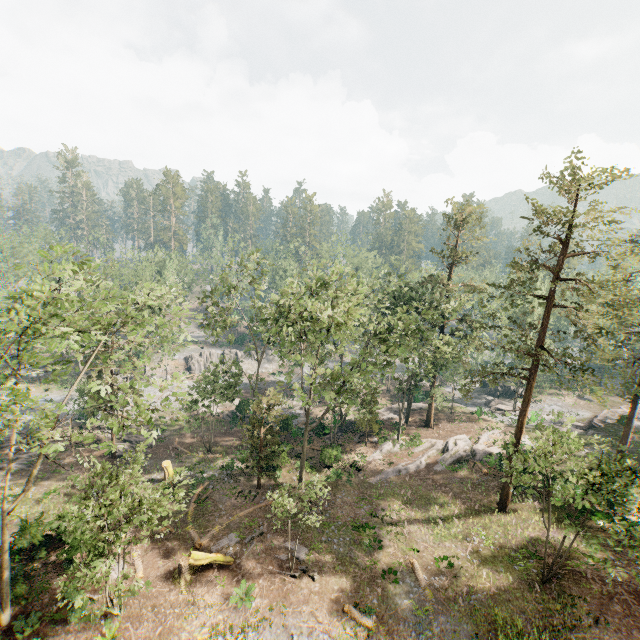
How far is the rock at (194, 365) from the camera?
57.88m

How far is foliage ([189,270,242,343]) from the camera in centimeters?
2602cm

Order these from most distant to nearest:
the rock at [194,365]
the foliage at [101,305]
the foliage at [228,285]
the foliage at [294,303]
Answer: the rock at [194,365] → the foliage at [228,285] → the foliage at [294,303] → the foliage at [101,305]

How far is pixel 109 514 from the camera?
15.30m

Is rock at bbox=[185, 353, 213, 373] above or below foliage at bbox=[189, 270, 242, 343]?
below

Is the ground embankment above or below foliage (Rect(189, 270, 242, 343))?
below

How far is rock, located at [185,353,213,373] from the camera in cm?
5788

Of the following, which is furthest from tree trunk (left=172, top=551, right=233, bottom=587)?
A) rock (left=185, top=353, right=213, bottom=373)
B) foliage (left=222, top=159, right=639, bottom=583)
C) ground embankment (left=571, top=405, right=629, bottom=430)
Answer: ground embankment (left=571, top=405, right=629, bottom=430)
